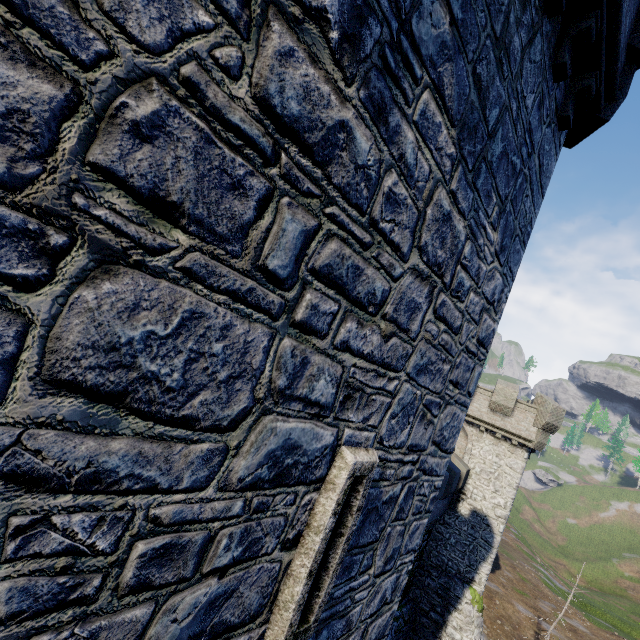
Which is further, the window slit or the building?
the window slit

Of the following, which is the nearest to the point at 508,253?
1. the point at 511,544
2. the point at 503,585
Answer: the point at 503,585

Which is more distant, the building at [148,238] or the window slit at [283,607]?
the window slit at [283,607]
